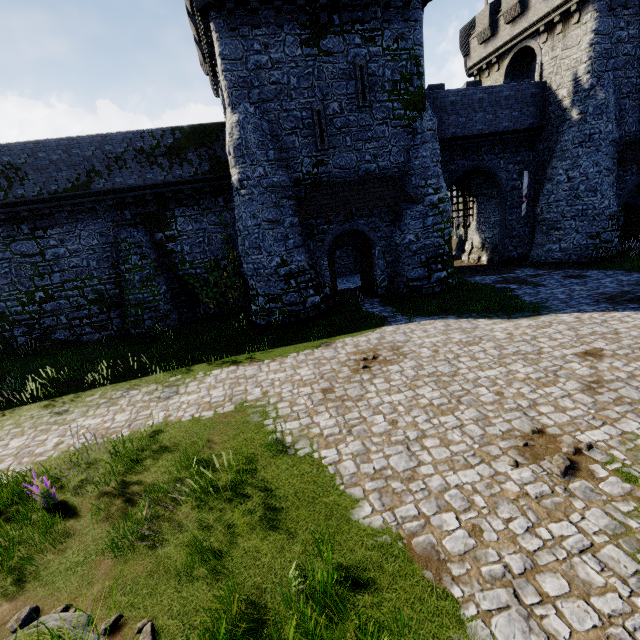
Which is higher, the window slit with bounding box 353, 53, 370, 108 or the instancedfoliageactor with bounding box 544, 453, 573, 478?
the window slit with bounding box 353, 53, 370, 108

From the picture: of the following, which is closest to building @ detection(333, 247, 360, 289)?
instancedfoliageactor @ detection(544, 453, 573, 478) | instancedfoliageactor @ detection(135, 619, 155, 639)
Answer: instancedfoliageactor @ detection(544, 453, 573, 478)

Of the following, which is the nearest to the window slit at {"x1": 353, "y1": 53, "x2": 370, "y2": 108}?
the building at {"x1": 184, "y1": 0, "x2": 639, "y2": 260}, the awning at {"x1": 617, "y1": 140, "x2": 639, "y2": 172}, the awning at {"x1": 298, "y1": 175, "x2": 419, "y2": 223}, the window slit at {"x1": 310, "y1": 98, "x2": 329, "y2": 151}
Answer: the building at {"x1": 184, "y1": 0, "x2": 639, "y2": 260}

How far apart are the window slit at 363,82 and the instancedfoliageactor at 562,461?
16.27m

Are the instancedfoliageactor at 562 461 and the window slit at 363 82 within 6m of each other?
no

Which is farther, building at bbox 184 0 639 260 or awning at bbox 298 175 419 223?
awning at bbox 298 175 419 223

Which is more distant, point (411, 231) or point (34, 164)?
point (411, 231)

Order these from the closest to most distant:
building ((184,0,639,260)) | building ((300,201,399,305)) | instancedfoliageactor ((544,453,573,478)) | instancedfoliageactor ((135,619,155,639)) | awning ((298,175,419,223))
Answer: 1. instancedfoliageactor ((135,619,155,639))
2. instancedfoliageactor ((544,453,573,478))
3. building ((184,0,639,260))
4. awning ((298,175,419,223))
5. building ((300,201,399,305))
